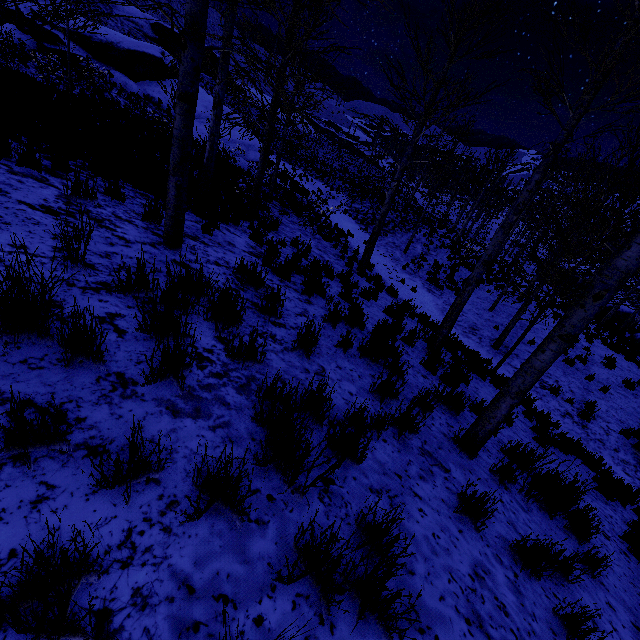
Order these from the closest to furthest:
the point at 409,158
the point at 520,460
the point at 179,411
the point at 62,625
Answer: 1. the point at 62,625
2. the point at 179,411
3. the point at 520,460
4. the point at 409,158

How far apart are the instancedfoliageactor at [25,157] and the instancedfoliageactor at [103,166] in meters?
1.0

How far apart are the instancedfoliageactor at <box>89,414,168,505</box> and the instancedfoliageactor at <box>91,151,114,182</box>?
5.6m

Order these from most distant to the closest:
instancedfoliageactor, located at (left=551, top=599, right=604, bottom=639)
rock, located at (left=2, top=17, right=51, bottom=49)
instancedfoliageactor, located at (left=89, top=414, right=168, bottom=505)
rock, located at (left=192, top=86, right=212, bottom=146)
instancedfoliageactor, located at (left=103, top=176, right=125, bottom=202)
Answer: rock, located at (left=192, top=86, right=212, bottom=146) → rock, located at (left=2, top=17, right=51, bottom=49) → instancedfoliageactor, located at (left=103, top=176, right=125, bottom=202) → instancedfoliageactor, located at (left=551, top=599, right=604, bottom=639) → instancedfoliageactor, located at (left=89, top=414, right=168, bottom=505)

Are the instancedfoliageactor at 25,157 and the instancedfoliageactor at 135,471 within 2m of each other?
no

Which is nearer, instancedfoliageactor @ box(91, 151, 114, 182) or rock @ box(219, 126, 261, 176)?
instancedfoliageactor @ box(91, 151, 114, 182)

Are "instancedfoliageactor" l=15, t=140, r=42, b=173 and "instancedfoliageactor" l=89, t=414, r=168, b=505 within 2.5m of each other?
no

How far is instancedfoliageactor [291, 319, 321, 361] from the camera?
3.4m
